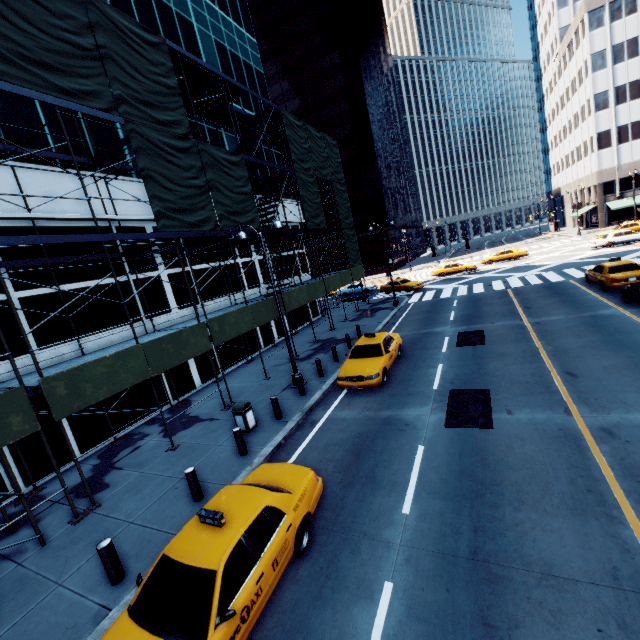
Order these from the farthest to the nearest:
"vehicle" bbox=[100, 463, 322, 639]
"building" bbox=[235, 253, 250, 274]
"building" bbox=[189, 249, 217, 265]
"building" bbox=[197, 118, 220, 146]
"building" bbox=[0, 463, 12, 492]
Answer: "building" bbox=[235, 253, 250, 274]
"building" bbox=[197, 118, 220, 146]
"building" bbox=[189, 249, 217, 265]
"building" bbox=[0, 463, 12, 492]
"vehicle" bbox=[100, 463, 322, 639]

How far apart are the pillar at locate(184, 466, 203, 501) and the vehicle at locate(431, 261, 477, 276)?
37.6m

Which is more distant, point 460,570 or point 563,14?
point 563,14

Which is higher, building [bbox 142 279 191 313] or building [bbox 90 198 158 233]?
building [bbox 90 198 158 233]

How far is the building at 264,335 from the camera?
22.7 meters

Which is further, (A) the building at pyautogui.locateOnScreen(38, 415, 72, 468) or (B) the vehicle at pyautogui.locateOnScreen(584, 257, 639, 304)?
(B) the vehicle at pyautogui.locateOnScreen(584, 257, 639, 304)

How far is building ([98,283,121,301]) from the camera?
13.79m

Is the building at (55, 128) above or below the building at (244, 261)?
above
